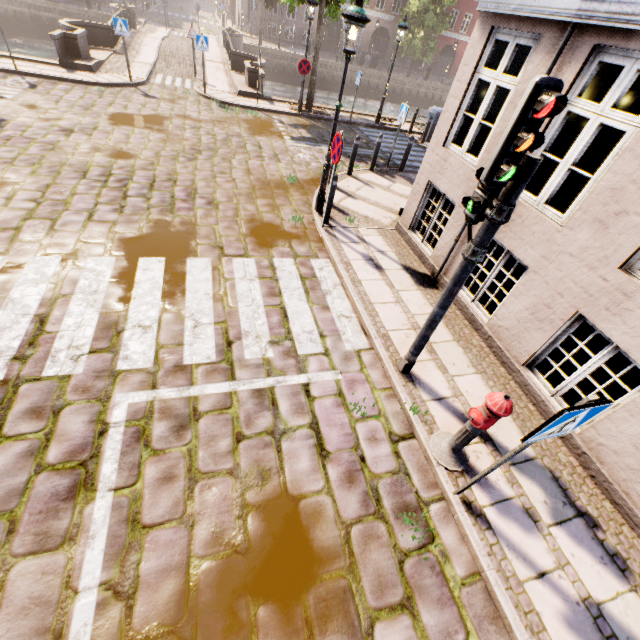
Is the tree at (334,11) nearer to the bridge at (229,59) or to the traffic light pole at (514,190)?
the bridge at (229,59)

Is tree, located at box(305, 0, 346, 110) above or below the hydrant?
above

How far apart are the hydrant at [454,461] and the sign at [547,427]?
0.5 meters

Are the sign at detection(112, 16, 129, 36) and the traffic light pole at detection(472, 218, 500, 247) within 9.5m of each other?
no

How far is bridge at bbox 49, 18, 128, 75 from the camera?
12.7 meters

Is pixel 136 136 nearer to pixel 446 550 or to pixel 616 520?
pixel 446 550

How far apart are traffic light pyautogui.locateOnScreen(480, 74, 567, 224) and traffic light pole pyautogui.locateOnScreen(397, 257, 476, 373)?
0.5 meters

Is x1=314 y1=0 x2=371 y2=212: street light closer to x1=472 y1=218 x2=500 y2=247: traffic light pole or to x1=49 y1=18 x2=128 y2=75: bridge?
x1=472 y1=218 x2=500 y2=247: traffic light pole
